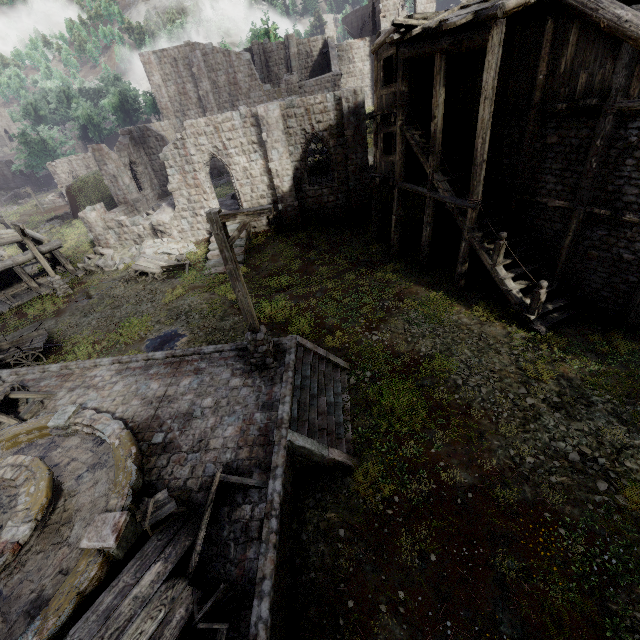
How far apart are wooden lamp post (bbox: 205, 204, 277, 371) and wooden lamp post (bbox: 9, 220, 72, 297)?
16.4m

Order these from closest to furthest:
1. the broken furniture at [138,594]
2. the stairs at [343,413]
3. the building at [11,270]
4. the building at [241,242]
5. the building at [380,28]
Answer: the broken furniture at [138,594]
the stairs at [343,413]
the building at [380,28]
the building at [11,270]
the building at [241,242]

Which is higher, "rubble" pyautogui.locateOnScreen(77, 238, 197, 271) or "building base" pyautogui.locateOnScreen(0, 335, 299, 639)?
"building base" pyautogui.locateOnScreen(0, 335, 299, 639)

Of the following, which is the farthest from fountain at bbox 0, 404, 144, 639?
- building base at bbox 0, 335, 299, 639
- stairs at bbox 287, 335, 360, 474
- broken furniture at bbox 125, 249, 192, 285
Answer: broken furniture at bbox 125, 249, 192, 285

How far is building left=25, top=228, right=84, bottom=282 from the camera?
21.3 meters

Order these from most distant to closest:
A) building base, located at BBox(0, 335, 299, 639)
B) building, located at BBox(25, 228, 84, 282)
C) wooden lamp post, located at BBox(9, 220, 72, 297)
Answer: building, located at BBox(25, 228, 84, 282) → wooden lamp post, located at BBox(9, 220, 72, 297) → building base, located at BBox(0, 335, 299, 639)

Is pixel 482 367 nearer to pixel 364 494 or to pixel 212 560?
pixel 364 494

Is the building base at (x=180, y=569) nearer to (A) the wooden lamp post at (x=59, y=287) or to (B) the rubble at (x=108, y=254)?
(A) the wooden lamp post at (x=59, y=287)
